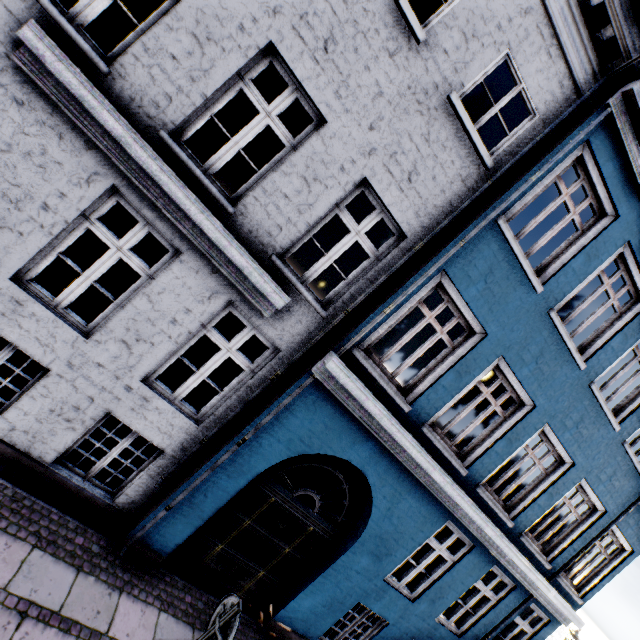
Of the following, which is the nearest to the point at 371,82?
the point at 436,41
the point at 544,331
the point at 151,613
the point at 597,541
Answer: the point at 436,41

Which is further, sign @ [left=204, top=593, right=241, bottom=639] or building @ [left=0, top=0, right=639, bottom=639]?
building @ [left=0, top=0, right=639, bottom=639]

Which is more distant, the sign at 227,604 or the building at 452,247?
the building at 452,247
